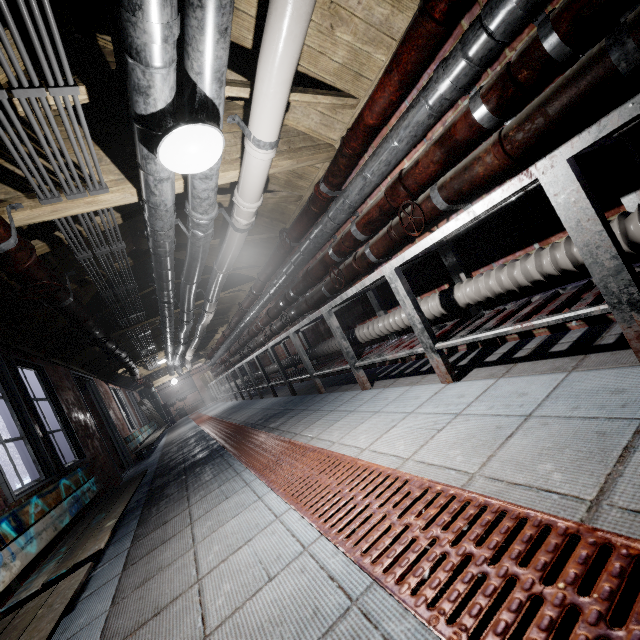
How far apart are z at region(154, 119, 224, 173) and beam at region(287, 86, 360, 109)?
0.5m

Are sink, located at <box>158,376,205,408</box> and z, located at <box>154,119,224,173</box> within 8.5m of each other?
no

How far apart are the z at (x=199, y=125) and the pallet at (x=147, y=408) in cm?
1291

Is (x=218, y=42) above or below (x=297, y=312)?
above

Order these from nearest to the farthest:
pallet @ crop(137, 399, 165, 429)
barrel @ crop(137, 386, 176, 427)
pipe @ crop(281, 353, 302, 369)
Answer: pipe @ crop(281, 353, 302, 369), pallet @ crop(137, 399, 165, 429), barrel @ crop(137, 386, 176, 427)

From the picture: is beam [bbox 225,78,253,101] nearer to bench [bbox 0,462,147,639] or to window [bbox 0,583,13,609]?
window [bbox 0,583,13,609]

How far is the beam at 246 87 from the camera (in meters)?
1.94

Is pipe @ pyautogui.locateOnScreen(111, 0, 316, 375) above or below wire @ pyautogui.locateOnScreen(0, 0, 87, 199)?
below
